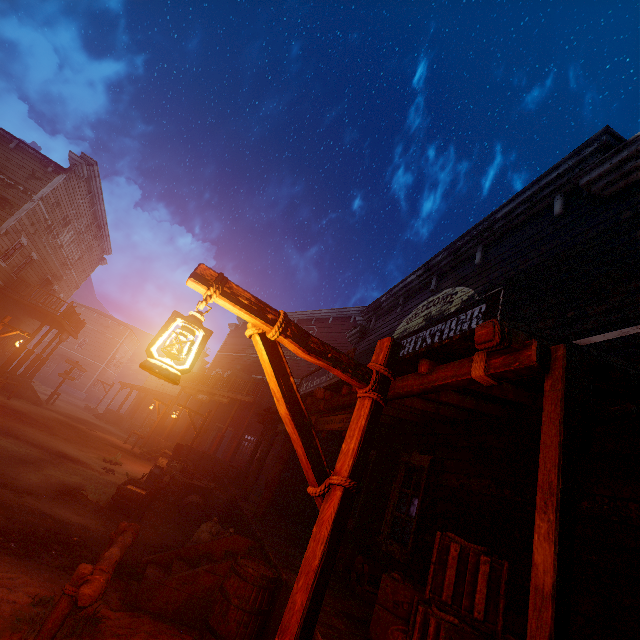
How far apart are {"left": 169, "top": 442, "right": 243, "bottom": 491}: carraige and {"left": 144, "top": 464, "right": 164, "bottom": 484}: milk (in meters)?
1.50

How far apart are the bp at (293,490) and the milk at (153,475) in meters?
A: 3.7

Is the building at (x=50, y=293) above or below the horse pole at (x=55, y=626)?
above

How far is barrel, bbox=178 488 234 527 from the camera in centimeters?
890cm

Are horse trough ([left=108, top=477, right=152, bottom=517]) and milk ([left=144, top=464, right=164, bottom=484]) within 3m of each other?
yes

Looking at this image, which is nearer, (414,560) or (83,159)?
(414,560)

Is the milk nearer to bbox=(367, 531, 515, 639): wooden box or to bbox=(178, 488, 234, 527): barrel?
bbox=(178, 488, 234, 527): barrel

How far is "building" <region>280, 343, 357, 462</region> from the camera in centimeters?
514cm
